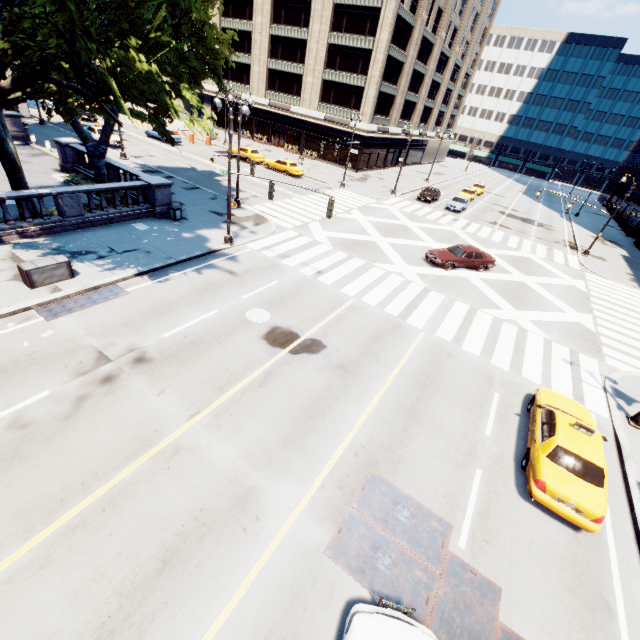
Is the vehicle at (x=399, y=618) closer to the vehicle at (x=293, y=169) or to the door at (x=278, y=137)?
the vehicle at (x=293, y=169)

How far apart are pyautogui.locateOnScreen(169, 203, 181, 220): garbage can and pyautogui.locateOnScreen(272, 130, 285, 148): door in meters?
37.6

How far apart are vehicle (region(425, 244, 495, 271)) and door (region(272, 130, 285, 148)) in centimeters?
3907cm

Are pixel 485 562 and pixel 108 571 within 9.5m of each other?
yes

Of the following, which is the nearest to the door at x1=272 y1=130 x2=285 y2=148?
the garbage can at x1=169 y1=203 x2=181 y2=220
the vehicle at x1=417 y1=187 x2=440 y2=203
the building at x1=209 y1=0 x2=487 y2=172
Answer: the building at x1=209 y1=0 x2=487 y2=172

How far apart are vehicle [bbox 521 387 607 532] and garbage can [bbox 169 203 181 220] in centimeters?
2118cm

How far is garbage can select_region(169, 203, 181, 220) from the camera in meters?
20.1

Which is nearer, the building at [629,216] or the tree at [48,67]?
the tree at [48,67]
